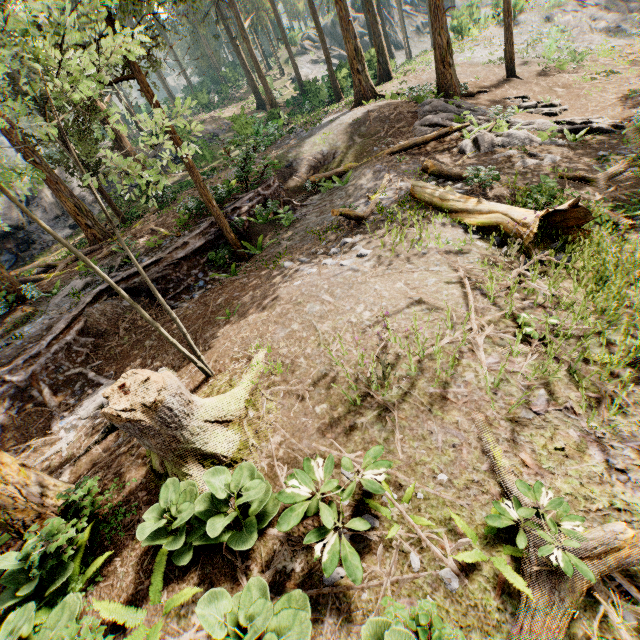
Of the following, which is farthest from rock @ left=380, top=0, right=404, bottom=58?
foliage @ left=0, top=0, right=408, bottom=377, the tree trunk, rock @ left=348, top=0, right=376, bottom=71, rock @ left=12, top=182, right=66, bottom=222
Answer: the tree trunk

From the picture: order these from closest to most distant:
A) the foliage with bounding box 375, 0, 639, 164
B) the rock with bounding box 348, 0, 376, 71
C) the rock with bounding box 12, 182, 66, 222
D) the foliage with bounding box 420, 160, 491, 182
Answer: the foliage with bounding box 420, 160, 491, 182, the foliage with bounding box 375, 0, 639, 164, the rock with bounding box 12, 182, 66, 222, the rock with bounding box 348, 0, 376, 71

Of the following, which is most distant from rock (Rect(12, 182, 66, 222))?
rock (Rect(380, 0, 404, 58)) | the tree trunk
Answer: rock (Rect(380, 0, 404, 58))

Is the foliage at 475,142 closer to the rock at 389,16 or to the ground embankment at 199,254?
the ground embankment at 199,254

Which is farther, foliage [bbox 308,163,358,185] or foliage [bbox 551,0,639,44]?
foliage [bbox 551,0,639,44]

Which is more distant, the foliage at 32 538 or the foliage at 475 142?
the foliage at 475 142

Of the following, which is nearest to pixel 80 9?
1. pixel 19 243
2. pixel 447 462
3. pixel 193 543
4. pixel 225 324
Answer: pixel 225 324
